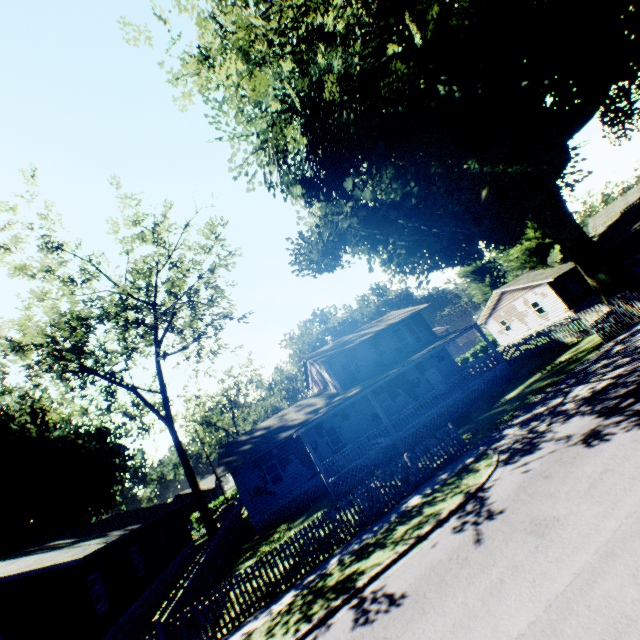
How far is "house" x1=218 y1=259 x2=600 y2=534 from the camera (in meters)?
20.78

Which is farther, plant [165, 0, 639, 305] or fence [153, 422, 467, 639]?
plant [165, 0, 639, 305]

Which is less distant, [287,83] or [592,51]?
[287,83]

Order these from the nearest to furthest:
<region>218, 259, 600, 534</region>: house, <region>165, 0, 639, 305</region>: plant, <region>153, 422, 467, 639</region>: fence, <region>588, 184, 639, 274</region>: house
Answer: <region>153, 422, 467, 639</region>: fence → <region>165, 0, 639, 305</region>: plant → <region>218, 259, 600, 534</region>: house → <region>588, 184, 639, 274</region>: house

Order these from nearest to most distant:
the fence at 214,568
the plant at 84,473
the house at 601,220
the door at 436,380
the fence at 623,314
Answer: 1. the fence at 214,568
2. the fence at 623,314
3. the plant at 84,473
4. the door at 436,380
5. the house at 601,220

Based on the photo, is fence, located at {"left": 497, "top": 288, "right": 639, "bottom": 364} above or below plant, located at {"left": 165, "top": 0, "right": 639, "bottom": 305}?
below

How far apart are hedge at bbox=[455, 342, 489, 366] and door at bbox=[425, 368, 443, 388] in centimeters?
2639cm

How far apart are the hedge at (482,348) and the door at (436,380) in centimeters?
2639cm
